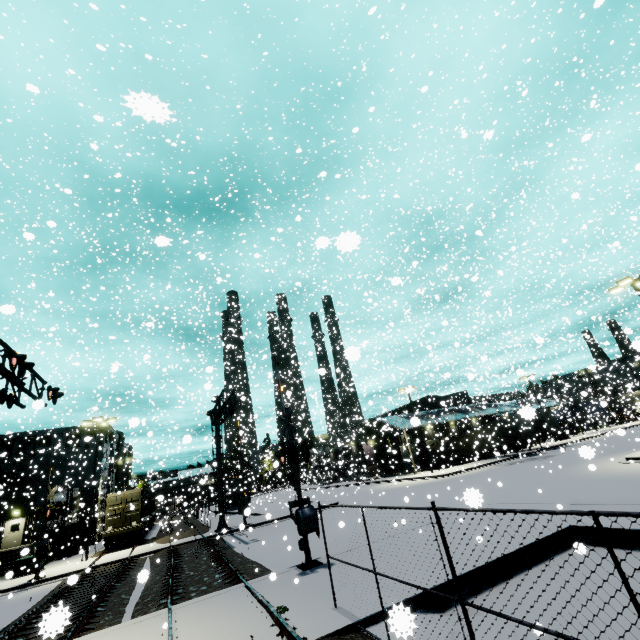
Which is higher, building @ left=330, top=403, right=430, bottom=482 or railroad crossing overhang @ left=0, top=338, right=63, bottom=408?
railroad crossing overhang @ left=0, top=338, right=63, bottom=408

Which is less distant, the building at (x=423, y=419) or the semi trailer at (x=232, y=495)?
the building at (x=423, y=419)

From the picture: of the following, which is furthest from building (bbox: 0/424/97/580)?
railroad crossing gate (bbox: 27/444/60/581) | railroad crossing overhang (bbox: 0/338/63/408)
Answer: railroad crossing overhang (bbox: 0/338/63/408)

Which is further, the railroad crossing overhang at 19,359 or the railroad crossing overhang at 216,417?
the railroad crossing overhang at 216,417

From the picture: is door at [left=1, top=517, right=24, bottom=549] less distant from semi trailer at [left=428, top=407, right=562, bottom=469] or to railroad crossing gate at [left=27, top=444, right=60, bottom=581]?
semi trailer at [left=428, top=407, right=562, bottom=469]

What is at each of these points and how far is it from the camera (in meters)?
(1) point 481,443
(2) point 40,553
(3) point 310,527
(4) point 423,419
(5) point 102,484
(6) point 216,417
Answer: (1) semi trailer, 40.25
(2) railroad crossing gate, 19.39
(3) railroad crossing gate, 10.38
(4) building, 45.97
(5) building, 52.31
(6) railroad crossing overhang, 24.58

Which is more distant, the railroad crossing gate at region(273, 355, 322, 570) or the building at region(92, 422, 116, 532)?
the building at region(92, 422, 116, 532)

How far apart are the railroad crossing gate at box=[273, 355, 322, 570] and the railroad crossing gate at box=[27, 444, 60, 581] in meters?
13.6 m
